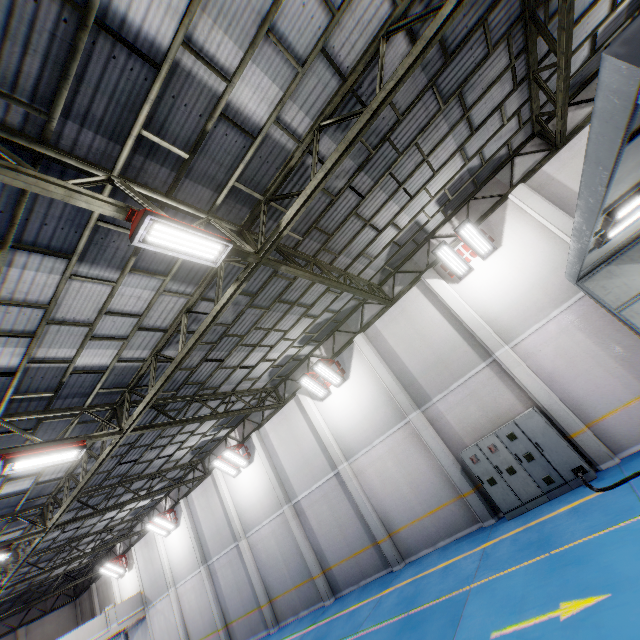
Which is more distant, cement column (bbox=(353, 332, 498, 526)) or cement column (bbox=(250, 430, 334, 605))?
cement column (bbox=(250, 430, 334, 605))

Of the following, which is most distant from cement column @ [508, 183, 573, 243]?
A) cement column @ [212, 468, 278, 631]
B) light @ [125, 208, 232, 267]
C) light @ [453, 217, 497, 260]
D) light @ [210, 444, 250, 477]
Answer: cement column @ [212, 468, 278, 631]

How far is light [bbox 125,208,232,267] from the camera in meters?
4.9

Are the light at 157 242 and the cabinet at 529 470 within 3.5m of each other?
no

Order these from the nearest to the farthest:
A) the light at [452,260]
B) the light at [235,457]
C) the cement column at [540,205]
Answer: the cement column at [540,205]
the light at [452,260]
the light at [235,457]

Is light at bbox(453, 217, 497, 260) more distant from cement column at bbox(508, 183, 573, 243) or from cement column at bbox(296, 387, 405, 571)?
cement column at bbox(296, 387, 405, 571)

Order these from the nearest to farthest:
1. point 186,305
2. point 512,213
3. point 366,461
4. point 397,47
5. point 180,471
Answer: point 397,47, point 186,305, point 512,213, point 366,461, point 180,471

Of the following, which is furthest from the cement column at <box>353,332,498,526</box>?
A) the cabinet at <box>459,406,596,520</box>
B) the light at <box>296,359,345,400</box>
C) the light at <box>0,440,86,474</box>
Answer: the light at <box>0,440,86,474</box>
